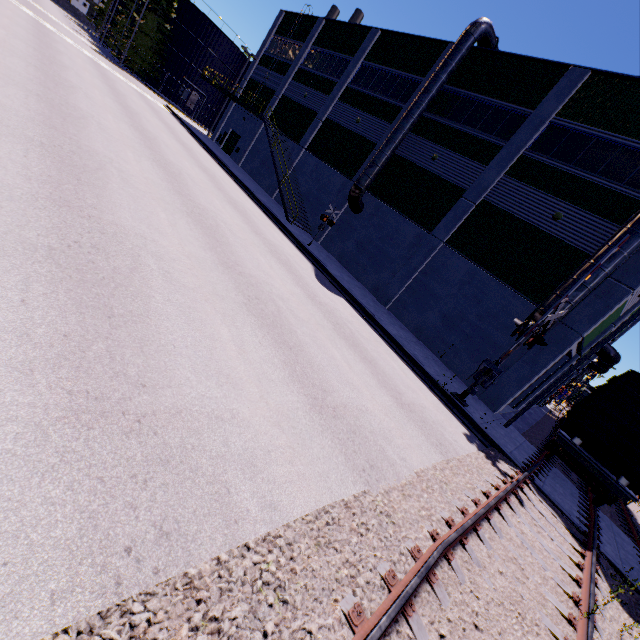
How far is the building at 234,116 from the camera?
29.75m

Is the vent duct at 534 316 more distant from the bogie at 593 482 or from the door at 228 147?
the door at 228 147

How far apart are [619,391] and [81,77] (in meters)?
30.53

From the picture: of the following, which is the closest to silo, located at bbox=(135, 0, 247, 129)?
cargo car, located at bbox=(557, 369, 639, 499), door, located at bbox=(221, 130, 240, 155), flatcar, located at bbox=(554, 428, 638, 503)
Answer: door, located at bbox=(221, 130, 240, 155)

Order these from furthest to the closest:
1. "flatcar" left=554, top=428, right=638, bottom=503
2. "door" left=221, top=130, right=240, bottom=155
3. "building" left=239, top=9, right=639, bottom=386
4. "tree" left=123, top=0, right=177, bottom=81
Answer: "tree" left=123, top=0, right=177, bottom=81 → "door" left=221, top=130, right=240, bottom=155 → "building" left=239, top=9, right=639, bottom=386 → "flatcar" left=554, top=428, right=638, bottom=503

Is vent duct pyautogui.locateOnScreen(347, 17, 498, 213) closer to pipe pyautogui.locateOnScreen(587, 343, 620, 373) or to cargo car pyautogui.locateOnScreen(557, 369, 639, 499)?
cargo car pyautogui.locateOnScreen(557, 369, 639, 499)

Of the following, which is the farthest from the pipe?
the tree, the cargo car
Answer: the tree

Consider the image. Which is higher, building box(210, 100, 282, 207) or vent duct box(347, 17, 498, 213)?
vent duct box(347, 17, 498, 213)
